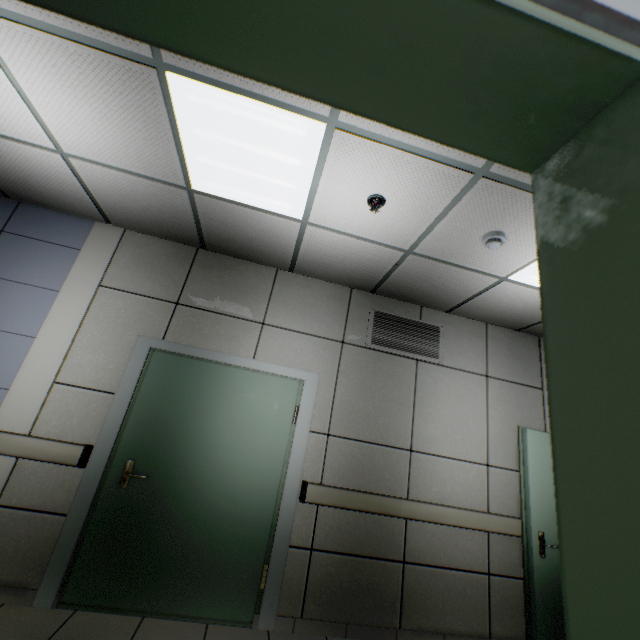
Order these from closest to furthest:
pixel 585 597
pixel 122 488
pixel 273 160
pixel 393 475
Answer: pixel 585 597 < pixel 273 160 < pixel 122 488 < pixel 393 475

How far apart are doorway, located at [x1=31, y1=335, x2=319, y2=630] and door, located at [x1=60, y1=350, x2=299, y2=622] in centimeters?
1cm

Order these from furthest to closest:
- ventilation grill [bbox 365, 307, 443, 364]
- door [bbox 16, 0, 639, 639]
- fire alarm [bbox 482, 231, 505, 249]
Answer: ventilation grill [bbox 365, 307, 443, 364], fire alarm [bbox 482, 231, 505, 249], door [bbox 16, 0, 639, 639]

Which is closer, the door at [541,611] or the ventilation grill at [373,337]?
the door at [541,611]

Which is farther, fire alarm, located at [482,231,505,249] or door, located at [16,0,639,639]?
fire alarm, located at [482,231,505,249]

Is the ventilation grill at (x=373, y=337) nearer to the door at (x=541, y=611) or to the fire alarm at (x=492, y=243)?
the fire alarm at (x=492, y=243)

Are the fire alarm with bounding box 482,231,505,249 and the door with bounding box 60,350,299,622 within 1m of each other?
no

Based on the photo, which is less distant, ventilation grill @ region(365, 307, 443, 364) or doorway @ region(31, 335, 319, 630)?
doorway @ region(31, 335, 319, 630)
